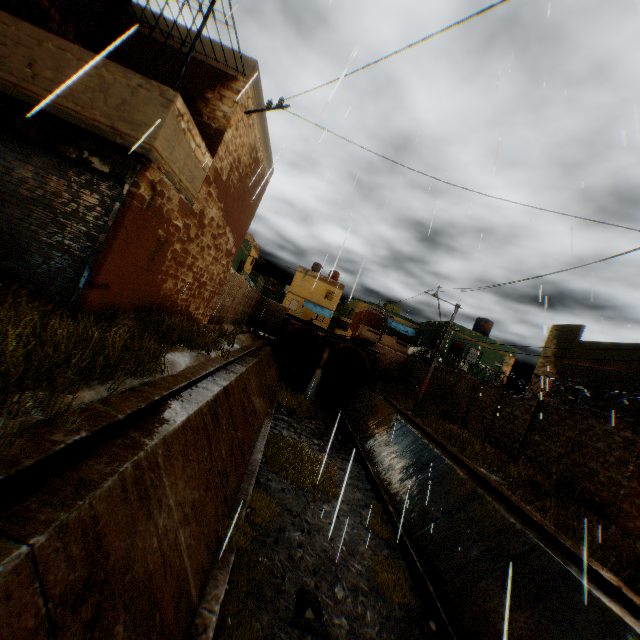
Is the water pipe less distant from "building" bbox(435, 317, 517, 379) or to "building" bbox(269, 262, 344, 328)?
"building" bbox(435, 317, 517, 379)

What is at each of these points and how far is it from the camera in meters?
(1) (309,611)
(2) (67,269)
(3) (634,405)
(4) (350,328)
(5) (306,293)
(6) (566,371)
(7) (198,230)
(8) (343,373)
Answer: (1) trash bag, 5.6 m
(2) rolling overhead door, 6.0 m
(3) building, 14.0 m
(4) building, 49.5 m
(5) building, 44.3 m
(6) building, 18.0 m
(7) building, 9.3 m
(8) water pipe, 32.2 m

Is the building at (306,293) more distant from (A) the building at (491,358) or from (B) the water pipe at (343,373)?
(B) the water pipe at (343,373)

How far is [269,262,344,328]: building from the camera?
44.0m

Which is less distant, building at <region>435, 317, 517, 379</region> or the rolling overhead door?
the rolling overhead door

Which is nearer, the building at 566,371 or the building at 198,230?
the building at 198,230

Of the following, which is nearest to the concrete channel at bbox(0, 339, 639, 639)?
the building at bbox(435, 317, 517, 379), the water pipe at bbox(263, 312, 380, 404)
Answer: the water pipe at bbox(263, 312, 380, 404)

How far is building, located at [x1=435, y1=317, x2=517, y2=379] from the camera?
29.4 meters
